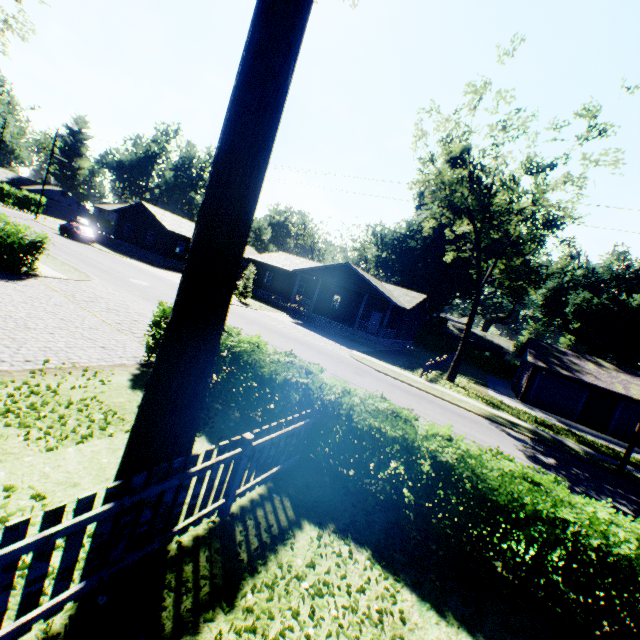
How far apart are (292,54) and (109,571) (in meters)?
5.63

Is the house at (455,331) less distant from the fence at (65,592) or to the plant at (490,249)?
the plant at (490,249)

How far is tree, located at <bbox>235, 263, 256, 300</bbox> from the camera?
30.66m

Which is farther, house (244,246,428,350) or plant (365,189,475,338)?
plant (365,189,475,338)

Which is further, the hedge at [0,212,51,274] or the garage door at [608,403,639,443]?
the garage door at [608,403,639,443]

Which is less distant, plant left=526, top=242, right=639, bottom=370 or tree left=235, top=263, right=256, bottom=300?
tree left=235, top=263, right=256, bottom=300

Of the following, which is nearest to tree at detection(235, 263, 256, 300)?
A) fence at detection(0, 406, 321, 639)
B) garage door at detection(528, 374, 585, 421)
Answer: fence at detection(0, 406, 321, 639)

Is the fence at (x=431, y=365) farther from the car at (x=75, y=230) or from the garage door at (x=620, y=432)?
the car at (x=75, y=230)
